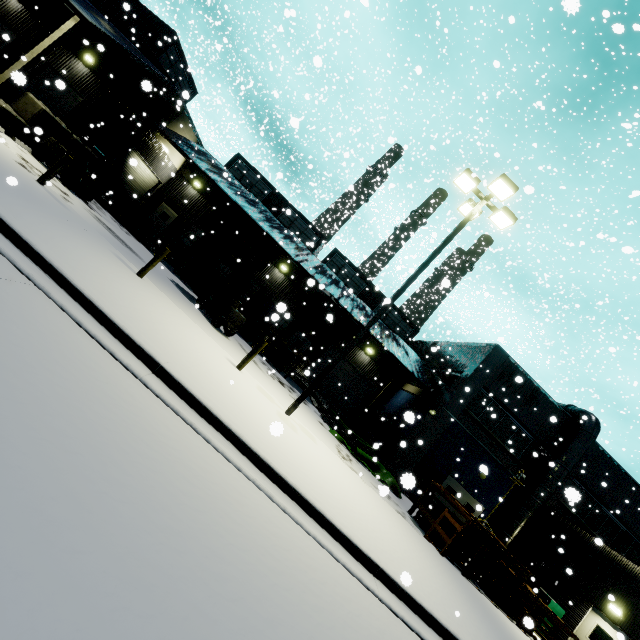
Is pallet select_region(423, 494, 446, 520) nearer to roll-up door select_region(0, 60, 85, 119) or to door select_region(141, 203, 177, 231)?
door select_region(141, 203, 177, 231)

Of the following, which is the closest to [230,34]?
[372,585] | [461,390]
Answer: [461,390]

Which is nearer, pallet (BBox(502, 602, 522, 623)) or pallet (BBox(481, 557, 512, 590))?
pallet (BBox(502, 602, 522, 623))

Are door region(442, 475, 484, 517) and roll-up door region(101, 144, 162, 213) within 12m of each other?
no

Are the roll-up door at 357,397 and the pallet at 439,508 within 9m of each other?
no

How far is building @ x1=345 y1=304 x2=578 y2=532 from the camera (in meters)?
18.48

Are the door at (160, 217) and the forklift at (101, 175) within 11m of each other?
yes

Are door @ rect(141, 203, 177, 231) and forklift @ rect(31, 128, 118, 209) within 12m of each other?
yes
